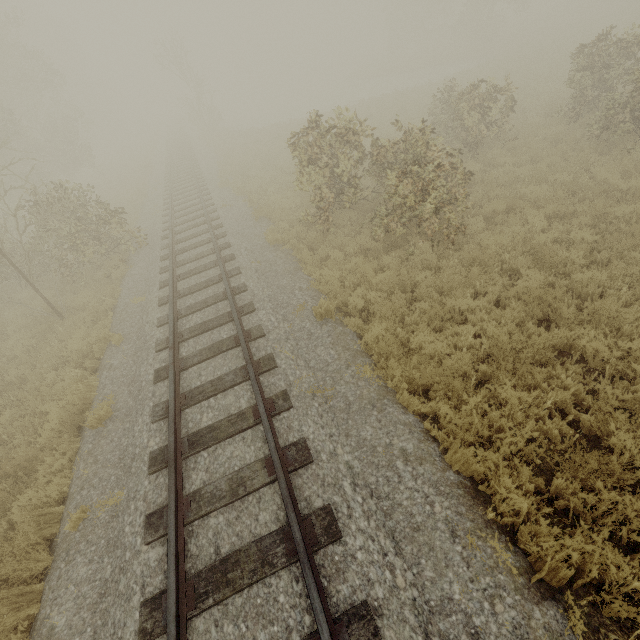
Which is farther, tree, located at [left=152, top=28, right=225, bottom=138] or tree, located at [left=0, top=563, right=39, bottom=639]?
tree, located at [left=152, top=28, right=225, bottom=138]

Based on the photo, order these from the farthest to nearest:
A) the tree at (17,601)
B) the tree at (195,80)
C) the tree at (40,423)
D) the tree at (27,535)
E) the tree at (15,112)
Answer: the tree at (195,80) < the tree at (15,112) < the tree at (40,423) < the tree at (27,535) < the tree at (17,601)

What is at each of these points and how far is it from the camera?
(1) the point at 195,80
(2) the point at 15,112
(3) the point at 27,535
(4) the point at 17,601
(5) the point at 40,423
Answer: (1) tree, 31.7m
(2) tree, 24.7m
(3) tree, 5.1m
(4) tree, 4.4m
(5) tree, 7.3m

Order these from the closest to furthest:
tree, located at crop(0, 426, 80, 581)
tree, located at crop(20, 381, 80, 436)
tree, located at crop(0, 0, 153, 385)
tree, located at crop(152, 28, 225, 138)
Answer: tree, located at crop(0, 426, 80, 581), tree, located at crop(20, 381, 80, 436), tree, located at crop(0, 0, 153, 385), tree, located at crop(152, 28, 225, 138)

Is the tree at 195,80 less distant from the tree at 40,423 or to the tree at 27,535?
the tree at 27,535

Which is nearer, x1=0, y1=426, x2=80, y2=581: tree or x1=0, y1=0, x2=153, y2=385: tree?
x1=0, y1=426, x2=80, y2=581: tree

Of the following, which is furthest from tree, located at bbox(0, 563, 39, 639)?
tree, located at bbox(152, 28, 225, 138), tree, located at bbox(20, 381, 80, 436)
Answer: tree, located at bbox(152, 28, 225, 138)

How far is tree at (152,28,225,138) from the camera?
29.8 meters
